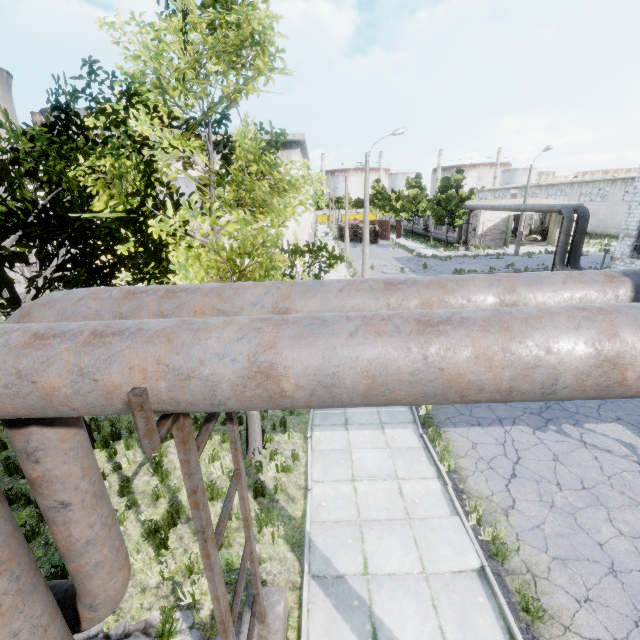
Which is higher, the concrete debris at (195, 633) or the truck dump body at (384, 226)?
the truck dump body at (384, 226)

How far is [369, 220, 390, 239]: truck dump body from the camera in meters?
52.4

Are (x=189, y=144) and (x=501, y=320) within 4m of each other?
no

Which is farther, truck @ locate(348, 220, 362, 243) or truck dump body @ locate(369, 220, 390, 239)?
truck dump body @ locate(369, 220, 390, 239)

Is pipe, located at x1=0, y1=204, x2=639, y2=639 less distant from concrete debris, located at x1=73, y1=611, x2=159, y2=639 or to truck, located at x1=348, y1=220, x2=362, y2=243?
concrete debris, located at x1=73, y1=611, x2=159, y2=639

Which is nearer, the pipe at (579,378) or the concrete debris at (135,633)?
the pipe at (579,378)

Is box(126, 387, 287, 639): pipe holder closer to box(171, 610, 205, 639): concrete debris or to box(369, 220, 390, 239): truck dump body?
box(171, 610, 205, 639): concrete debris

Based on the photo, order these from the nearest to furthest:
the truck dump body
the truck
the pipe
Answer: the pipe < the truck < the truck dump body
